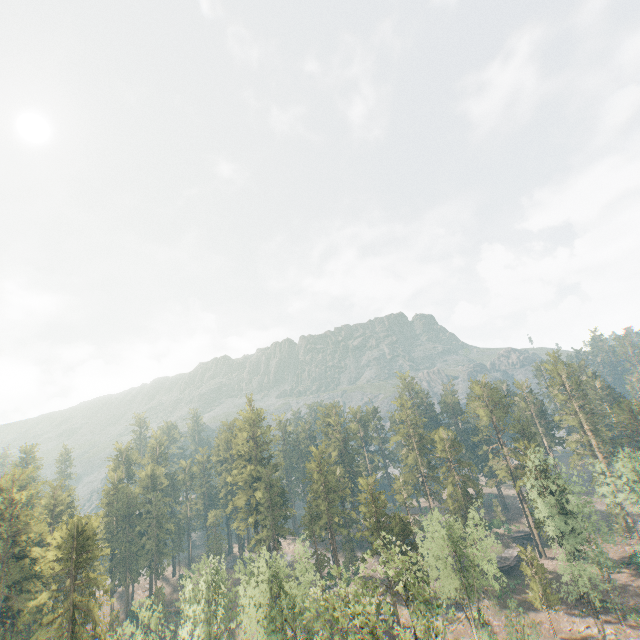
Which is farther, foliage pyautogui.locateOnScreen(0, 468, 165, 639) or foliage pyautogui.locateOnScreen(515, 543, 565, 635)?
foliage pyautogui.locateOnScreen(515, 543, 565, 635)

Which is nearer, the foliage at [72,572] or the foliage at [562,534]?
the foliage at [72,572]

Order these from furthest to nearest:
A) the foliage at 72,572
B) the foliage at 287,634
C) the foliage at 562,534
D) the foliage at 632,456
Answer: the foliage at 632,456, the foliage at 562,534, the foliage at 72,572, the foliage at 287,634

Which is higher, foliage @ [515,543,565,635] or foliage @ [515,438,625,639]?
foliage @ [515,438,625,639]

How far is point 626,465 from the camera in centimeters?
5322cm

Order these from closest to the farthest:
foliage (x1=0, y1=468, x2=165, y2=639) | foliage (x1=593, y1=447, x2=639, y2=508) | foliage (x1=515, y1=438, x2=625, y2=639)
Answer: foliage (x1=0, y1=468, x2=165, y2=639) < foliage (x1=515, y1=438, x2=625, y2=639) < foliage (x1=593, y1=447, x2=639, y2=508)
